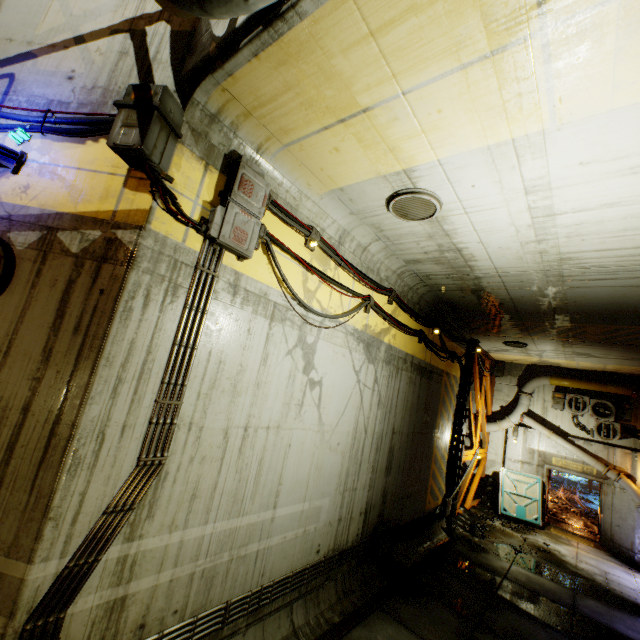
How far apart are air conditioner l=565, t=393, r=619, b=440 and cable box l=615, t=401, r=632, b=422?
0.1m

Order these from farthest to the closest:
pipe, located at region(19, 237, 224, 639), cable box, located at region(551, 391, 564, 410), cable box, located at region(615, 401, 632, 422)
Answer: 1. cable box, located at region(551, 391, 564, 410)
2. cable box, located at region(615, 401, 632, 422)
3. pipe, located at region(19, 237, 224, 639)

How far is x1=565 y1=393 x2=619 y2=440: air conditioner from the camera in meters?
13.3 m

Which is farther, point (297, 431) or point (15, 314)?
point (297, 431)

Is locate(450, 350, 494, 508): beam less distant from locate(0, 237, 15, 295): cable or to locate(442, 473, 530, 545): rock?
locate(442, 473, 530, 545): rock

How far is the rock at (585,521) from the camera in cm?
1531

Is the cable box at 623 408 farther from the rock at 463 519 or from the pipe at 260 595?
the pipe at 260 595

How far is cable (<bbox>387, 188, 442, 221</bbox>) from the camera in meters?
4.7 m
